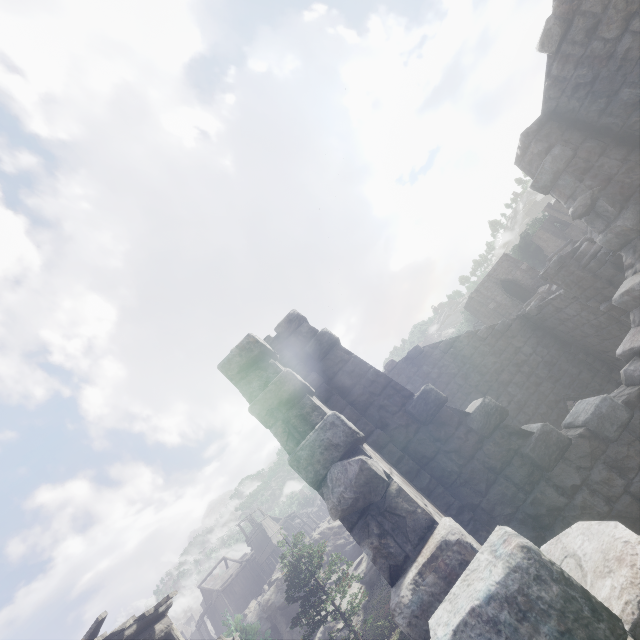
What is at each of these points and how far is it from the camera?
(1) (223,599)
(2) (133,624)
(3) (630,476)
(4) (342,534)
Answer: (1) building, 45.1m
(2) building, 10.0m
(3) building, 5.1m
(4) rock, 39.5m

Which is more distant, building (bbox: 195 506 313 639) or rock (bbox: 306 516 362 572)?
building (bbox: 195 506 313 639)

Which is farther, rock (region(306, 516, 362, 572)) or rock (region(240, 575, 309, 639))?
rock (region(306, 516, 362, 572))

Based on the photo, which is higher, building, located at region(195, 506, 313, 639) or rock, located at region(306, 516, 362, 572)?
building, located at region(195, 506, 313, 639)

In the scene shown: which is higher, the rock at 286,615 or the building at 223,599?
the building at 223,599

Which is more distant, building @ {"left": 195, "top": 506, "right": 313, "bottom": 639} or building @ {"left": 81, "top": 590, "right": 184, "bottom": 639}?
building @ {"left": 195, "top": 506, "right": 313, "bottom": 639}

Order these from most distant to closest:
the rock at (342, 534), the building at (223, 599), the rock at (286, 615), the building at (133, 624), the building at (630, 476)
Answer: the building at (223, 599) → the rock at (342, 534) → the rock at (286, 615) → the building at (133, 624) → the building at (630, 476)
